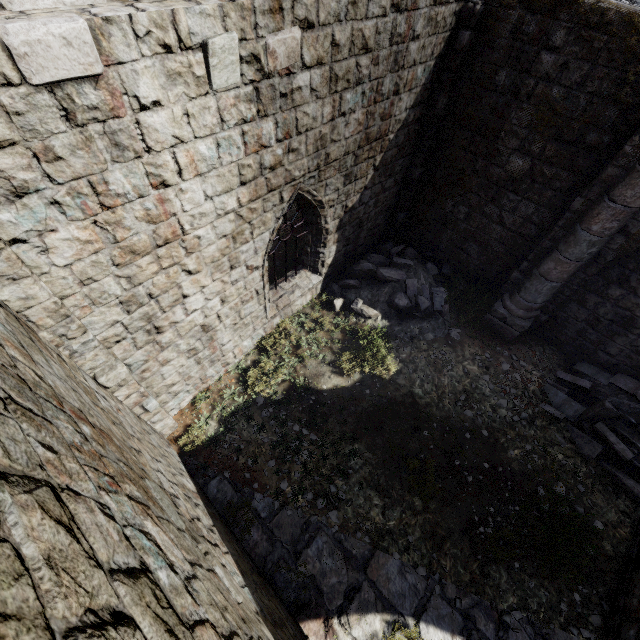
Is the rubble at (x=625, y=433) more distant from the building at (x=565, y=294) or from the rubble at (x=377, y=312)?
the rubble at (x=377, y=312)

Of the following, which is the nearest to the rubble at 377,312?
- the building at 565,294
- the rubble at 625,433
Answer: the building at 565,294

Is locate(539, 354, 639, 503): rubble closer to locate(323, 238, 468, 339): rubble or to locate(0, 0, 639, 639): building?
locate(0, 0, 639, 639): building

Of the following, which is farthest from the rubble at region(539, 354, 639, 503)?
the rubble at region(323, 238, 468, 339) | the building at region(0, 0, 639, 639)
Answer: the rubble at region(323, 238, 468, 339)

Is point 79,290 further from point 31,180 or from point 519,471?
point 519,471

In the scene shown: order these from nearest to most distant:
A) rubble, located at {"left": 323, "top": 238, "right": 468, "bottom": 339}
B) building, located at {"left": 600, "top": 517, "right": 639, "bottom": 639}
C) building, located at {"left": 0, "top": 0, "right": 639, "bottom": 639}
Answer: building, located at {"left": 0, "top": 0, "right": 639, "bottom": 639} < building, located at {"left": 600, "top": 517, "right": 639, "bottom": 639} < rubble, located at {"left": 323, "top": 238, "right": 468, "bottom": 339}
